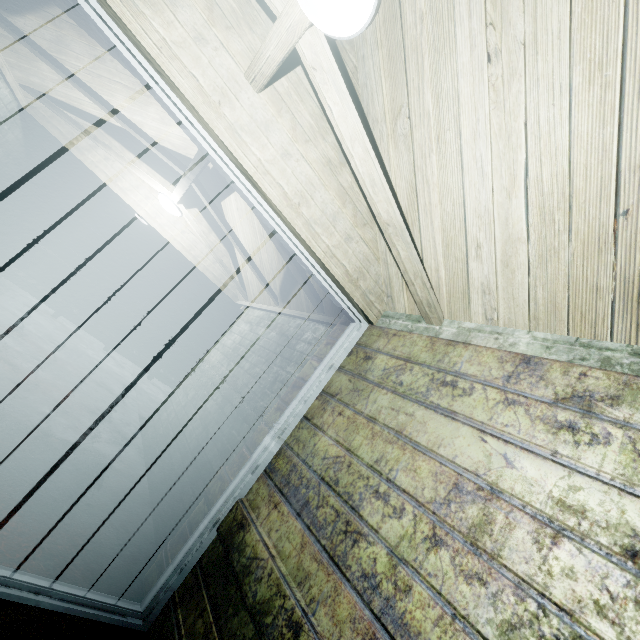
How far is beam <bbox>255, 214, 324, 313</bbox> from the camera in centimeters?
250cm

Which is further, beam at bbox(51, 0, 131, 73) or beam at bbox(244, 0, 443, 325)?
beam at bbox(51, 0, 131, 73)

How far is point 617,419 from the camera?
1.0m

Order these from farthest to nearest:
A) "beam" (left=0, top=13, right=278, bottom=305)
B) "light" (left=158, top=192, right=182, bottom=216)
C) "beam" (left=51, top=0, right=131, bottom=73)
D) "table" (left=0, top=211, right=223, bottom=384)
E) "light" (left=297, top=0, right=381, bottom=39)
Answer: "table" (left=0, top=211, right=223, bottom=384) → "light" (left=158, top=192, right=182, bottom=216) → "beam" (left=0, top=13, right=278, bottom=305) → "beam" (left=51, top=0, right=131, bottom=73) → "light" (left=297, top=0, right=381, bottom=39)

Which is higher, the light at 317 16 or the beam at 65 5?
the light at 317 16

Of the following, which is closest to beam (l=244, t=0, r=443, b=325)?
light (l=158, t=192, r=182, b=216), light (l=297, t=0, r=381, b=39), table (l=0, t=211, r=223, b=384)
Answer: light (l=297, t=0, r=381, b=39)

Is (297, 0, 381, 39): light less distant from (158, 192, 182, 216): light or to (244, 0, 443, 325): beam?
(244, 0, 443, 325): beam

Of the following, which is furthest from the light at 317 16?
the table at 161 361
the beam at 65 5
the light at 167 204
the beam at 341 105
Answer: the table at 161 361
